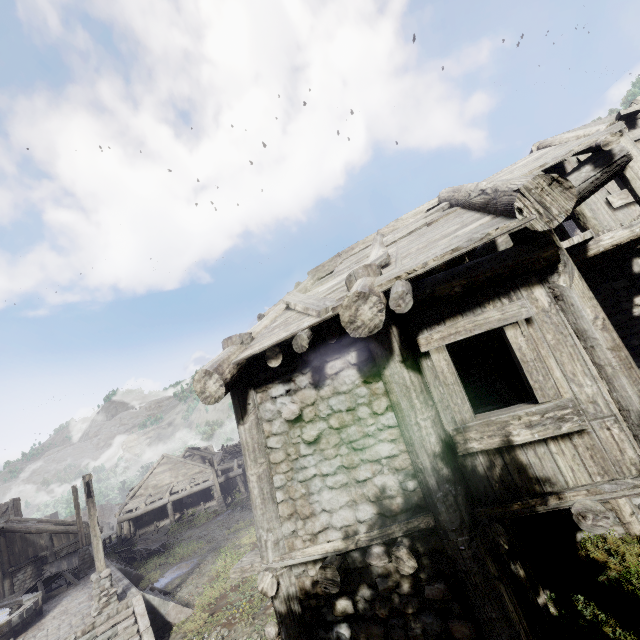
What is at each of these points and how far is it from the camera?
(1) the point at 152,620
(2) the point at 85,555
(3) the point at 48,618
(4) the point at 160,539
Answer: (1) stairs, 11.7 meters
(2) wooden lamp post, 18.8 meters
(3) building base, 13.0 meters
(4) cart, 23.3 meters

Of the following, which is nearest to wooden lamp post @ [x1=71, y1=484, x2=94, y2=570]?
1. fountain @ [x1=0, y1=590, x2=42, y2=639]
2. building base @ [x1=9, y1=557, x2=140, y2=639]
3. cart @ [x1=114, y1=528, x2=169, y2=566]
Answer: building base @ [x1=9, y1=557, x2=140, y2=639]

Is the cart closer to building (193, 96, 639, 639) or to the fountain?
building (193, 96, 639, 639)

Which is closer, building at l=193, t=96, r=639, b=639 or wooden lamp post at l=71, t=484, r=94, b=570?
building at l=193, t=96, r=639, b=639

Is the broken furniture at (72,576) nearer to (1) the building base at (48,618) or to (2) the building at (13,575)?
(1) the building base at (48,618)

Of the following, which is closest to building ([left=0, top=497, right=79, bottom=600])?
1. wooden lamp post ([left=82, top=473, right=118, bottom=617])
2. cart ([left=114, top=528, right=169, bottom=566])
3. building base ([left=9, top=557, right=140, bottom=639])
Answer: wooden lamp post ([left=82, top=473, right=118, bottom=617])

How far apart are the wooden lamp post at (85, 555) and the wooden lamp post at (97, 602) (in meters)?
9.12

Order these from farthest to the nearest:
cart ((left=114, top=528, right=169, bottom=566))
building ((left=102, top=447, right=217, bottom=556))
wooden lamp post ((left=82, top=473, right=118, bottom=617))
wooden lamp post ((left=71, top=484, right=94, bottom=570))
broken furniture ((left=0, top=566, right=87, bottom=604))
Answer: building ((left=102, top=447, right=217, bottom=556)) → cart ((left=114, top=528, right=169, bottom=566)) → wooden lamp post ((left=71, top=484, right=94, bottom=570)) → broken furniture ((left=0, top=566, right=87, bottom=604)) → wooden lamp post ((left=82, top=473, right=118, bottom=617))
